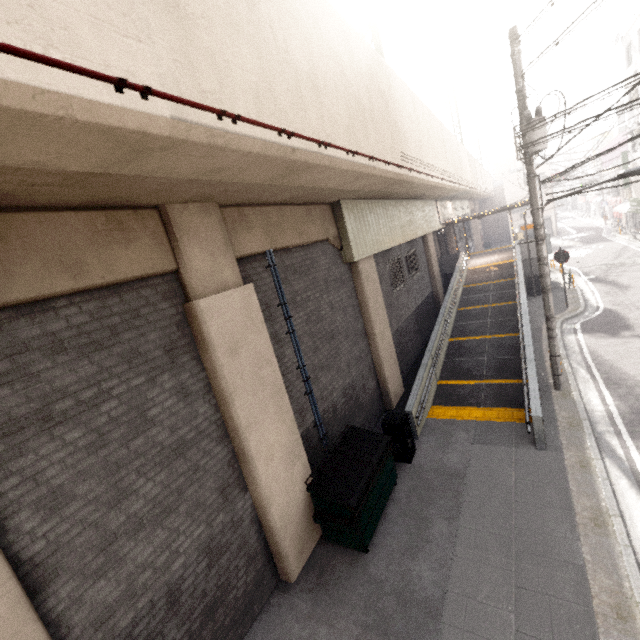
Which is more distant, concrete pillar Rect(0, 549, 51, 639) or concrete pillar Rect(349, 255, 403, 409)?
concrete pillar Rect(349, 255, 403, 409)

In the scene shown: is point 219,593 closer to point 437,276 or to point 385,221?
point 385,221

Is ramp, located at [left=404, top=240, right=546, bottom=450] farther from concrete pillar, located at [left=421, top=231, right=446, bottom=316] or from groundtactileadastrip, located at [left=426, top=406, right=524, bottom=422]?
concrete pillar, located at [left=421, top=231, right=446, bottom=316]

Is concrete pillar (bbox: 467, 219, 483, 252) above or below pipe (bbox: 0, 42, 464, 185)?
below

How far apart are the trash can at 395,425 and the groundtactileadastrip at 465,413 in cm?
154

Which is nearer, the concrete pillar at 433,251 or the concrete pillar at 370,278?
the concrete pillar at 370,278

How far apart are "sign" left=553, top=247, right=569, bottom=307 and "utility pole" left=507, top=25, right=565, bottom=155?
8.17m

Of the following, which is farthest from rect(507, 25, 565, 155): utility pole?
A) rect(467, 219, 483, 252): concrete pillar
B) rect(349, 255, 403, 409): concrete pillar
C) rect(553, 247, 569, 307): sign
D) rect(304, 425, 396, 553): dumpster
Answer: rect(467, 219, 483, 252): concrete pillar
